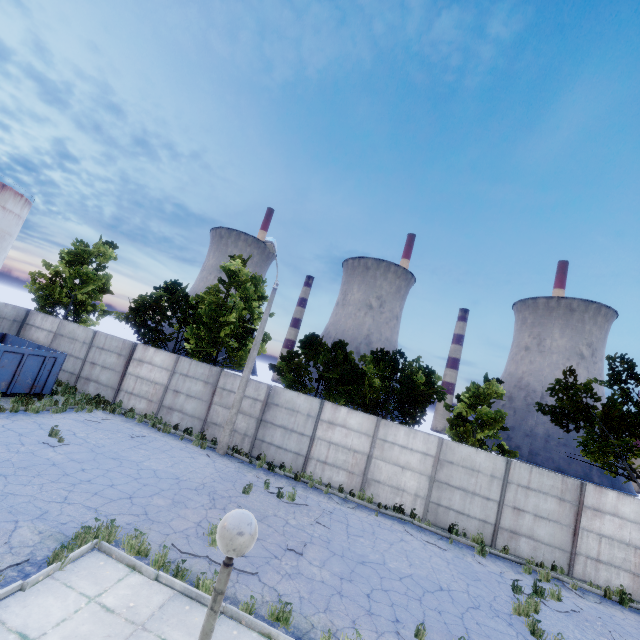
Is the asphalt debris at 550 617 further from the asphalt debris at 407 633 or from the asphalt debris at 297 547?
the asphalt debris at 297 547

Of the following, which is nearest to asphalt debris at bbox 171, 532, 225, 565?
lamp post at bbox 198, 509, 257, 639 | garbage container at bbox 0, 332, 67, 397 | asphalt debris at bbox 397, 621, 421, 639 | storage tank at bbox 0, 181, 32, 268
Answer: asphalt debris at bbox 397, 621, 421, 639

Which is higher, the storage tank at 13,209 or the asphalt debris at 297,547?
the storage tank at 13,209

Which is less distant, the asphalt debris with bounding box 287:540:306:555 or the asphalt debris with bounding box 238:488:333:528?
the asphalt debris with bounding box 287:540:306:555

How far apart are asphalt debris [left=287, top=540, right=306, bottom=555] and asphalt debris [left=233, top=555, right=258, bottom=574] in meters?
1.4

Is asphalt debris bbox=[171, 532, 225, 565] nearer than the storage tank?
Yes

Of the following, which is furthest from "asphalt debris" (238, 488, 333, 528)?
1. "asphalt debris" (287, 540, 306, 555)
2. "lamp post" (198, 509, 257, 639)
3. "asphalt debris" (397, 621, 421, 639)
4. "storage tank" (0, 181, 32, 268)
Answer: "storage tank" (0, 181, 32, 268)

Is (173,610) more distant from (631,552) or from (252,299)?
(631,552)
